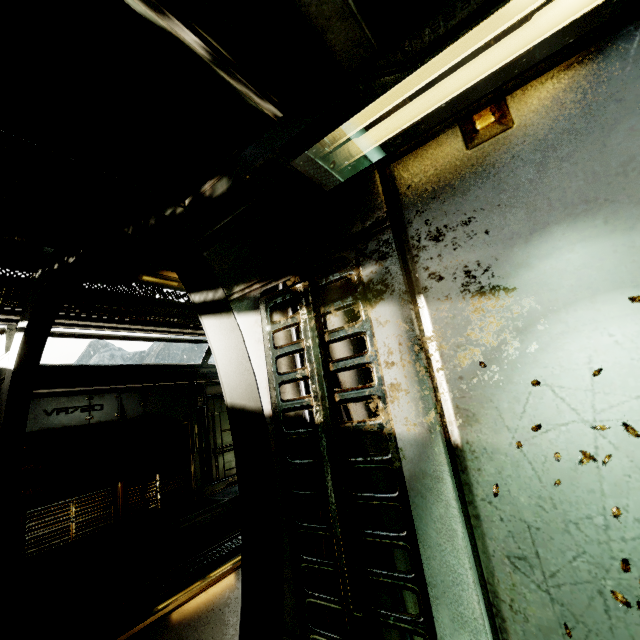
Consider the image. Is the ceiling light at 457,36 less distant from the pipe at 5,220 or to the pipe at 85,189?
the pipe at 85,189

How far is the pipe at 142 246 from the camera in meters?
4.3 m

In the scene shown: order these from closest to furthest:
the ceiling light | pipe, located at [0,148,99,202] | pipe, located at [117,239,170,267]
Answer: the ceiling light, pipe, located at [0,148,99,202], pipe, located at [117,239,170,267]

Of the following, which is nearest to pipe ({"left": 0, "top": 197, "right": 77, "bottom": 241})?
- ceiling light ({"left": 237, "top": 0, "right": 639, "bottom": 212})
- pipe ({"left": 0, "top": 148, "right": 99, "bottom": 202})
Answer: pipe ({"left": 0, "top": 148, "right": 99, "bottom": 202})

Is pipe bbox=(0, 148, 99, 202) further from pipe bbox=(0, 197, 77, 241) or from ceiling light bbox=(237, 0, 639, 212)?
ceiling light bbox=(237, 0, 639, 212)

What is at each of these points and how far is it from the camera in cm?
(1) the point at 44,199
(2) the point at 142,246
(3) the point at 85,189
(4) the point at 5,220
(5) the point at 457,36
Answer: (1) pipe, 339
(2) pipe, 445
(3) pipe, 333
(4) pipe, 336
(5) ceiling light, 82

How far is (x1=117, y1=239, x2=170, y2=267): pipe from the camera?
4.34m
